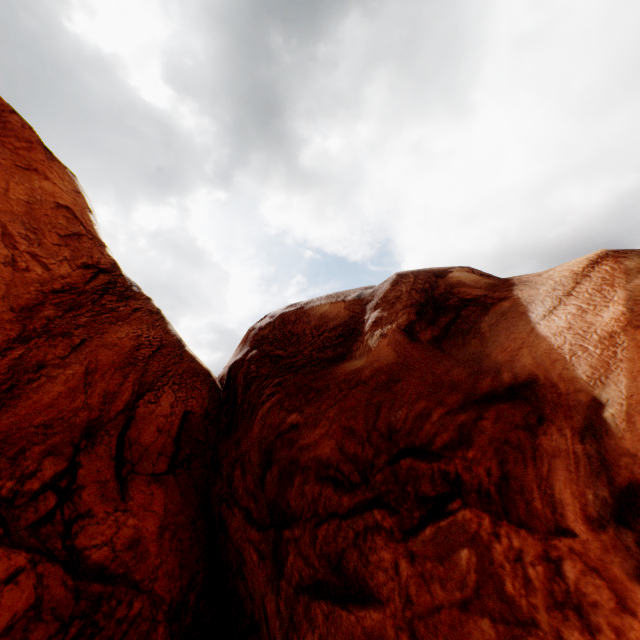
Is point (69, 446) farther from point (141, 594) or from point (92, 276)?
point (92, 276)
